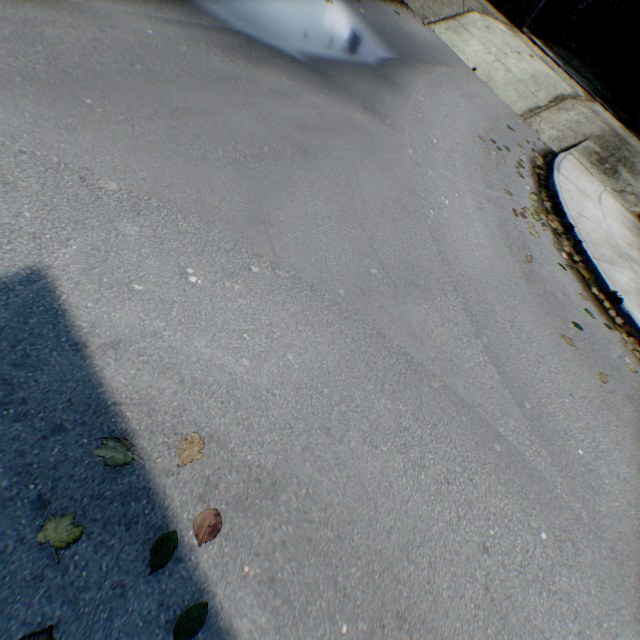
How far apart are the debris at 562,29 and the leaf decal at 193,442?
30.4m

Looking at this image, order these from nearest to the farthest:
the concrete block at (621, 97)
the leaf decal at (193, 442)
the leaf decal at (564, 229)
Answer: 1. the leaf decal at (193, 442)
2. the leaf decal at (564, 229)
3. the concrete block at (621, 97)

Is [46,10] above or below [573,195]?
below

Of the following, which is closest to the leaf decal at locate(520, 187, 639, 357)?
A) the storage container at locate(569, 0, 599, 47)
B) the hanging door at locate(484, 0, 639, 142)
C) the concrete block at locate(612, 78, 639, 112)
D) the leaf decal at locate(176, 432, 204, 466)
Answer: the leaf decal at locate(176, 432, 204, 466)

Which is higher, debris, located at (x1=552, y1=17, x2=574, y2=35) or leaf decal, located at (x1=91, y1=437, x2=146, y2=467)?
debris, located at (x1=552, y1=17, x2=574, y2=35)

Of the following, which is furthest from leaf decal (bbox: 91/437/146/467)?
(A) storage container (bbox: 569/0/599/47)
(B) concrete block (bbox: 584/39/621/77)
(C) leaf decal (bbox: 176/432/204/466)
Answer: (A) storage container (bbox: 569/0/599/47)

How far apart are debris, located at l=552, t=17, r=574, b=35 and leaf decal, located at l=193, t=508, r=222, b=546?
30.7m

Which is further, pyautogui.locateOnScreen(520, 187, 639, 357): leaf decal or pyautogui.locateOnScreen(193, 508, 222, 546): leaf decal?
pyautogui.locateOnScreen(520, 187, 639, 357): leaf decal
